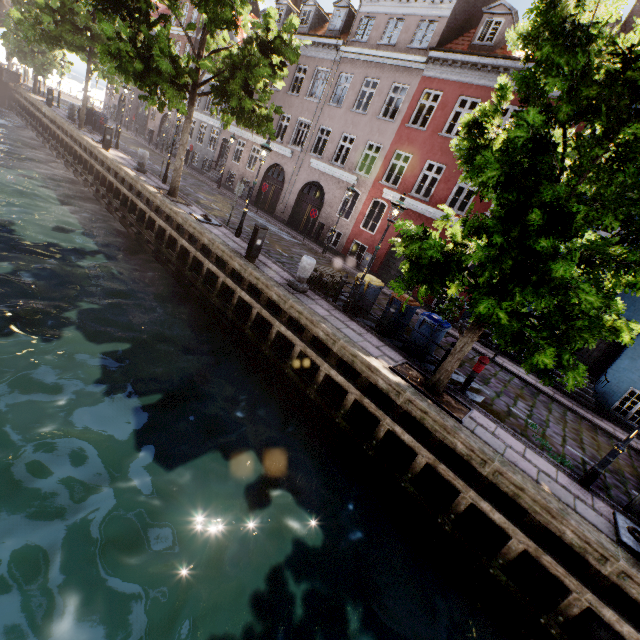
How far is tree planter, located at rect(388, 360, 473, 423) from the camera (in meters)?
7.12

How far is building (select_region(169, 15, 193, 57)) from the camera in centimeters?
2939cm

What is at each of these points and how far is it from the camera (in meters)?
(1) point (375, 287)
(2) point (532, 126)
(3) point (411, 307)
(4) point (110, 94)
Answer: (1) trash bin, 10.25
(2) tree, 4.84
(3) trash bin, 9.74
(4) building, 40.19

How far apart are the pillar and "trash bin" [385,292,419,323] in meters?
2.5

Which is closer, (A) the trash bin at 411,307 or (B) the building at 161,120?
(A) the trash bin at 411,307

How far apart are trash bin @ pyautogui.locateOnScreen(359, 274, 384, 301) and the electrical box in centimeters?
322cm

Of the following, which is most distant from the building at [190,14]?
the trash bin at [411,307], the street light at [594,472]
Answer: the street light at [594,472]

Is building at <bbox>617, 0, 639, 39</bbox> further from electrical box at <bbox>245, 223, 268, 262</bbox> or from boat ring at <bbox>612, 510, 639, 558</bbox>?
electrical box at <bbox>245, 223, 268, 262</bbox>
